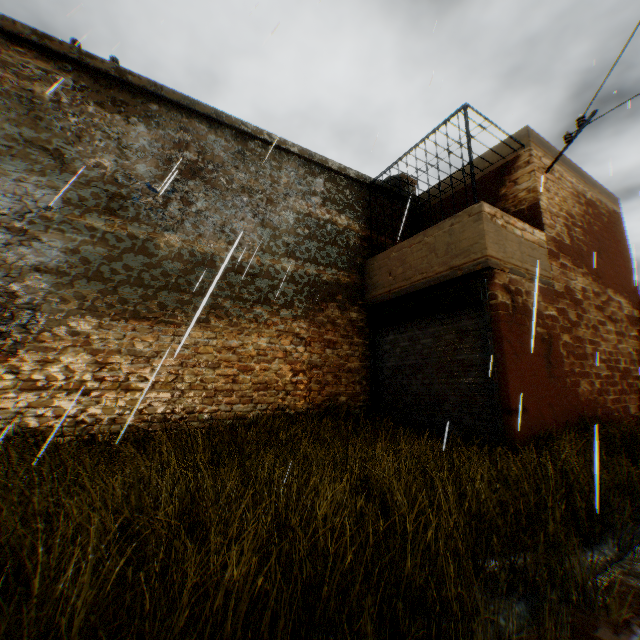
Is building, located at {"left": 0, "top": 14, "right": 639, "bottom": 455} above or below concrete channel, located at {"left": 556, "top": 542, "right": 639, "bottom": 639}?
above

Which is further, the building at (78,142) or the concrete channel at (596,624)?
the building at (78,142)

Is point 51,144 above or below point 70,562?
above

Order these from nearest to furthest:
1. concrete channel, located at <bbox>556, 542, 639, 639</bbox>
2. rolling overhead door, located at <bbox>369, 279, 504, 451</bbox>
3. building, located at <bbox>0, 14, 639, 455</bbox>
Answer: concrete channel, located at <bbox>556, 542, 639, 639</bbox>, building, located at <bbox>0, 14, 639, 455</bbox>, rolling overhead door, located at <bbox>369, 279, 504, 451</bbox>

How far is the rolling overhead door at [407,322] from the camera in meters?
5.9 m

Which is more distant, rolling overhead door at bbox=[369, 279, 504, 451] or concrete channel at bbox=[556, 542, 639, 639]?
rolling overhead door at bbox=[369, 279, 504, 451]

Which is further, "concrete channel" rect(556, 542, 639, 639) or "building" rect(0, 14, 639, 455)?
"building" rect(0, 14, 639, 455)

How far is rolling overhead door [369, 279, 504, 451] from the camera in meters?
5.9 m
